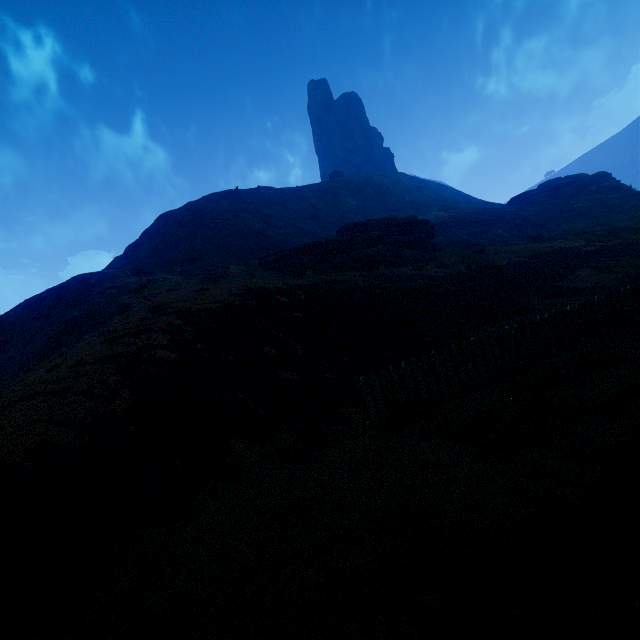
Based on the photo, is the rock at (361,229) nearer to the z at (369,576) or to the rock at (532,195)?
the z at (369,576)

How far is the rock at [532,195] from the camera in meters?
42.3

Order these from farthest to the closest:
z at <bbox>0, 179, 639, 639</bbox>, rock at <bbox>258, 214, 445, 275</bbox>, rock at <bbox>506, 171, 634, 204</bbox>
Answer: rock at <bbox>506, 171, 634, 204</bbox> < rock at <bbox>258, 214, 445, 275</bbox> < z at <bbox>0, 179, 639, 639</bbox>

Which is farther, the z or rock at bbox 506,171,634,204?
rock at bbox 506,171,634,204

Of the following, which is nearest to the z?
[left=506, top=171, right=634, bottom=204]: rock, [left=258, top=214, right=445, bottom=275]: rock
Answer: [left=258, top=214, right=445, bottom=275]: rock

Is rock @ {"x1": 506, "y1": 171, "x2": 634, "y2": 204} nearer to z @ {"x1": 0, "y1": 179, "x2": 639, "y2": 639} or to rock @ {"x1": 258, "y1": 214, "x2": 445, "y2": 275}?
z @ {"x1": 0, "y1": 179, "x2": 639, "y2": 639}

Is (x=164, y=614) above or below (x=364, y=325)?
below

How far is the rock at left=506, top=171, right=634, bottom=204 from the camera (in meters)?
42.34
